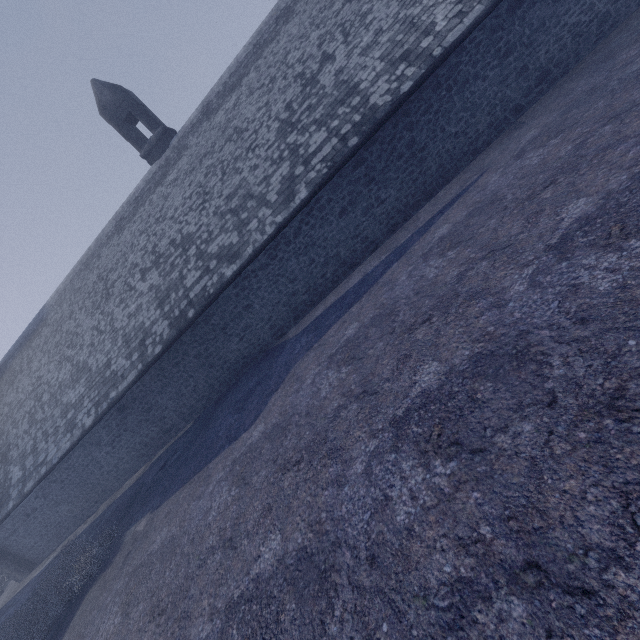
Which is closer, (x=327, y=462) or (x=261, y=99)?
(x=327, y=462)
